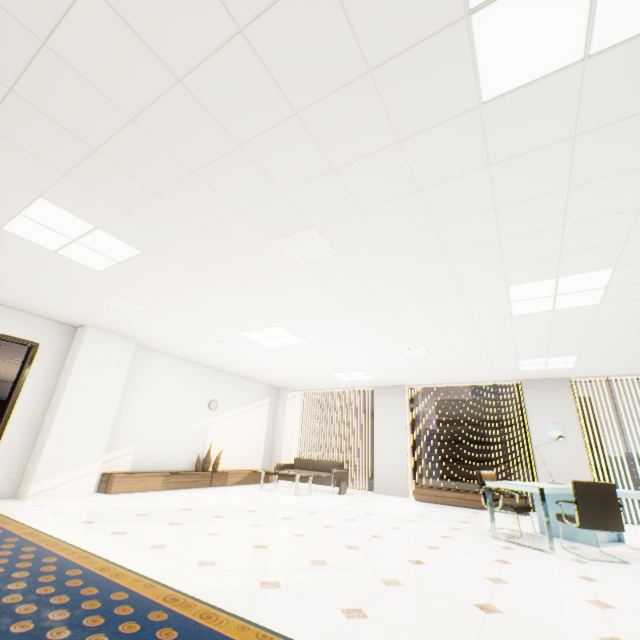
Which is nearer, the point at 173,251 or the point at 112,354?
the point at 173,251

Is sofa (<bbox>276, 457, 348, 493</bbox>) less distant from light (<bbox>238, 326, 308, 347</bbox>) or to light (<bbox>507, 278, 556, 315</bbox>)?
light (<bbox>238, 326, 308, 347</bbox>)

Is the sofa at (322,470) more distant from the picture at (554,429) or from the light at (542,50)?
the light at (542,50)

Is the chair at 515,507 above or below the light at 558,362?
below

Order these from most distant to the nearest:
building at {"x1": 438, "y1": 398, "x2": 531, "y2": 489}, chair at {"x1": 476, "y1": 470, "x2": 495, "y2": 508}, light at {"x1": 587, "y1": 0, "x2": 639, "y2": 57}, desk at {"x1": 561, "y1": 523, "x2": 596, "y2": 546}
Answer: building at {"x1": 438, "y1": 398, "x2": 531, "y2": 489}, chair at {"x1": 476, "y1": 470, "x2": 495, "y2": 508}, desk at {"x1": 561, "y1": 523, "x2": 596, "y2": 546}, light at {"x1": 587, "y1": 0, "x2": 639, "y2": 57}

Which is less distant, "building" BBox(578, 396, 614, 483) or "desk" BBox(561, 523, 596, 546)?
"desk" BBox(561, 523, 596, 546)

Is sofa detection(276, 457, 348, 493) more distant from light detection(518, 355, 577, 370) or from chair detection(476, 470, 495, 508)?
light detection(518, 355, 577, 370)

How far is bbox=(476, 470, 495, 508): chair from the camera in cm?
527
